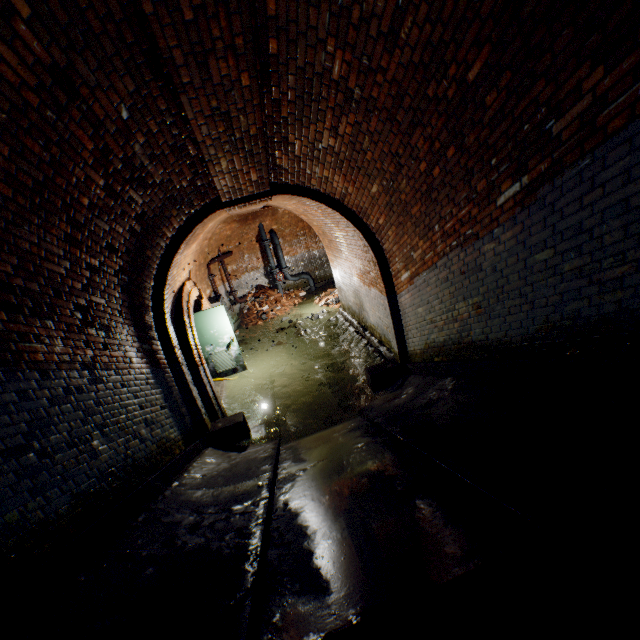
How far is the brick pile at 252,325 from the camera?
13.3 meters

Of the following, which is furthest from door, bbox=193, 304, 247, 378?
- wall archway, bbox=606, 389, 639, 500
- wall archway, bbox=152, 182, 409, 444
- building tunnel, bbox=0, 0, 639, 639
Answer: wall archway, bbox=606, 389, 639, 500

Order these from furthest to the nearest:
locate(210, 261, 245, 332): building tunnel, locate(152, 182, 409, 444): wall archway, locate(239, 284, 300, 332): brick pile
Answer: locate(239, 284, 300, 332): brick pile < locate(210, 261, 245, 332): building tunnel < locate(152, 182, 409, 444): wall archway

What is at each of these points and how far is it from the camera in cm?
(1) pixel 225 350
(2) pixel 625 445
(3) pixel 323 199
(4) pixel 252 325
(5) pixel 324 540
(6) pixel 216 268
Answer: (1) door, 920
(2) wall archway, 168
(3) wall archway, 558
(4) brick pile, 1334
(5) building tunnel, 250
(6) building tunnel, 1270

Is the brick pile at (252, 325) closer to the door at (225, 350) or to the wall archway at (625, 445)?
the door at (225, 350)

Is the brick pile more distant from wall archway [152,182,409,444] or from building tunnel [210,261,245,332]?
wall archway [152,182,409,444]

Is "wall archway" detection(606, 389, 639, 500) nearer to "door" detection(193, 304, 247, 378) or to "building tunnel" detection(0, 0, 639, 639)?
"building tunnel" detection(0, 0, 639, 639)

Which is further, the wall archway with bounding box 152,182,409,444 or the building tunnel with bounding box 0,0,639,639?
the wall archway with bounding box 152,182,409,444
